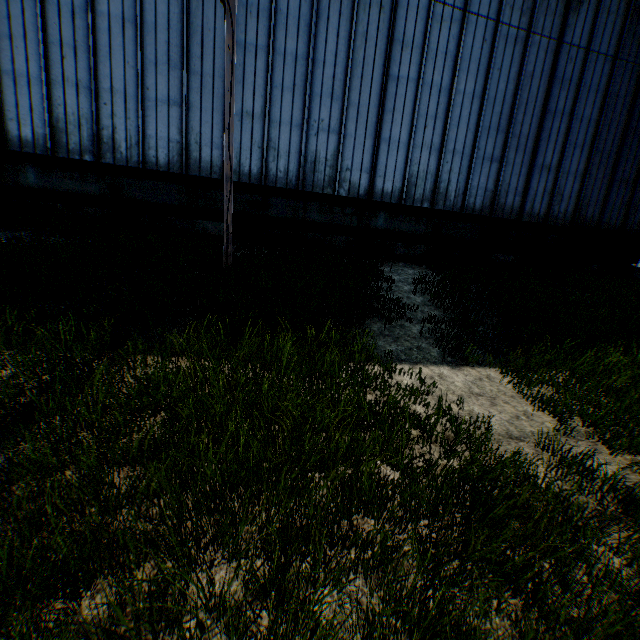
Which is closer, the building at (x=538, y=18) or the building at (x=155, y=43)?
the building at (x=155, y=43)

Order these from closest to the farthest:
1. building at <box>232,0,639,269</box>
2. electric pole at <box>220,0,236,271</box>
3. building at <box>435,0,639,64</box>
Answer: electric pole at <box>220,0,236,271</box>, building at <box>232,0,639,269</box>, building at <box>435,0,639,64</box>

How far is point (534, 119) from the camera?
13.7m

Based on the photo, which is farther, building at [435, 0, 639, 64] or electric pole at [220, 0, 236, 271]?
building at [435, 0, 639, 64]

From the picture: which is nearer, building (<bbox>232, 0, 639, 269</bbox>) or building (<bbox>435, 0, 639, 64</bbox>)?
building (<bbox>232, 0, 639, 269</bbox>)
